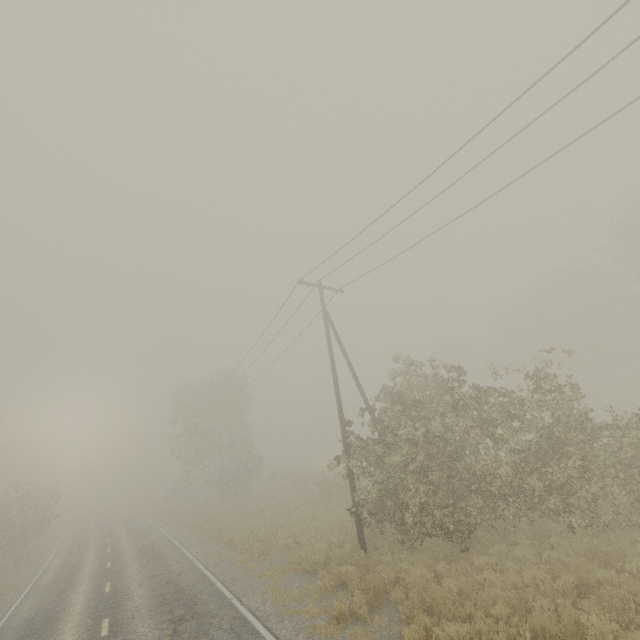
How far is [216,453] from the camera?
35.84m
